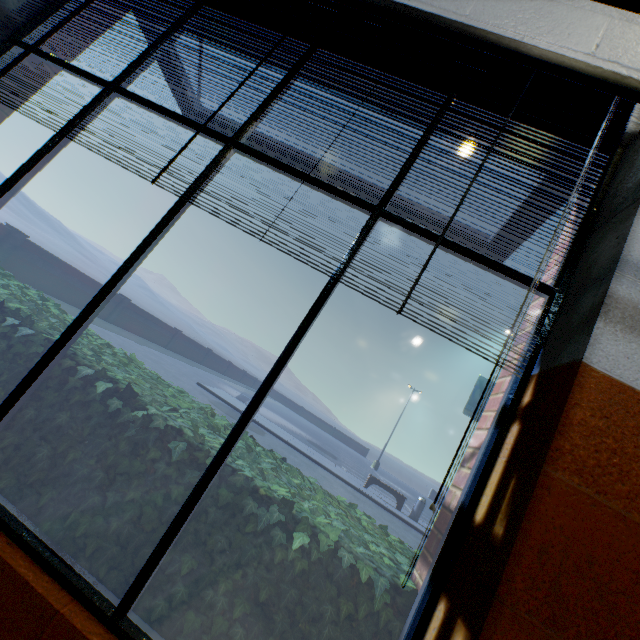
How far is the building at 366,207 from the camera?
1.88m

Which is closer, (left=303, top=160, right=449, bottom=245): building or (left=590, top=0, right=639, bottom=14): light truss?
(left=590, top=0, right=639, bottom=14): light truss

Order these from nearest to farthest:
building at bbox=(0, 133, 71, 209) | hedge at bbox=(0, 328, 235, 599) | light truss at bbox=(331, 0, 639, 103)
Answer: light truss at bbox=(331, 0, 639, 103), hedge at bbox=(0, 328, 235, 599), building at bbox=(0, 133, 71, 209)

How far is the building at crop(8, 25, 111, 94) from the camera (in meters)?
2.41

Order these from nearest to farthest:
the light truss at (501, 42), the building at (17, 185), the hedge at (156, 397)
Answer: the light truss at (501, 42)
the hedge at (156, 397)
the building at (17, 185)

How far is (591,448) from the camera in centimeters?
116cm

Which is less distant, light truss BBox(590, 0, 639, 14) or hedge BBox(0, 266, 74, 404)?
light truss BBox(590, 0, 639, 14)
